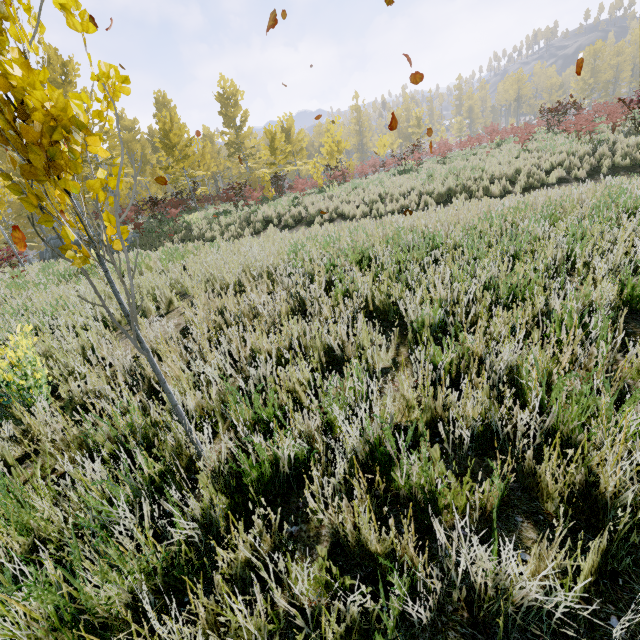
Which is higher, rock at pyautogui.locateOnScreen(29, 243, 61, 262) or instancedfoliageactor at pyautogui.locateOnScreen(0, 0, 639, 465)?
instancedfoliageactor at pyautogui.locateOnScreen(0, 0, 639, 465)

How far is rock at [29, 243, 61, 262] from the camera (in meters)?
19.16

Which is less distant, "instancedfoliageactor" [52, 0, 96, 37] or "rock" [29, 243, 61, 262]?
"instancedfoliageactor" [52, 0, 96, 37]

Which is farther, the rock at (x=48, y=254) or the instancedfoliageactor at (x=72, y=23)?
the rock at (x=48, y=254)

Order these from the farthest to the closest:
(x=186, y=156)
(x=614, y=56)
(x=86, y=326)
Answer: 1. (x=614, y=56)
2. (x=186, y=156)
3. (x=86, y=326)
